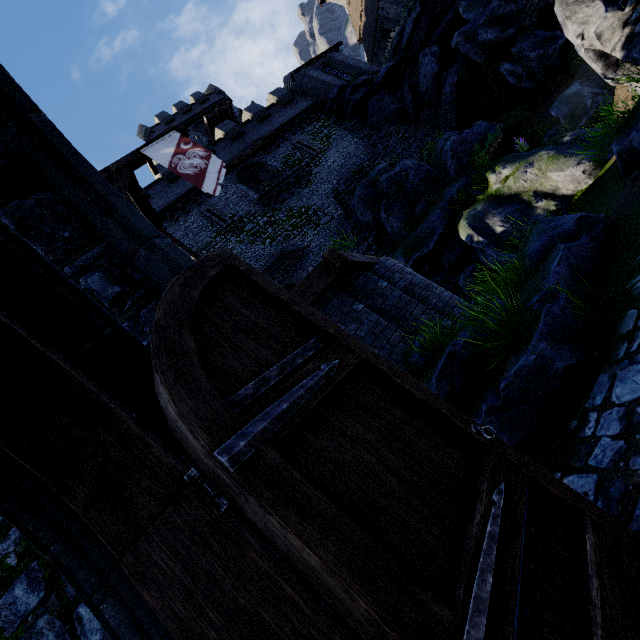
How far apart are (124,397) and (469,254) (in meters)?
14.13

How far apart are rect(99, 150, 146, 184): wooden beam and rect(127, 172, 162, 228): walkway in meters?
0.0

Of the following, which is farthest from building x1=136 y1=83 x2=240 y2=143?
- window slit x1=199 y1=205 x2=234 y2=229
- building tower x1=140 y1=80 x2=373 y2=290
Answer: window slit x1=199 y1=205 x2=234 y2=229

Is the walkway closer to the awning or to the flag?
the flag

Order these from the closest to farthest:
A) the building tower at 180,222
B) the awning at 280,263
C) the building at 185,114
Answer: the awning at 280,263 → the building tower at 180,222 → the building at 185,114

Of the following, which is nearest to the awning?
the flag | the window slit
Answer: the window slit

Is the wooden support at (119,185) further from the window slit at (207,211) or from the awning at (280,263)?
the window slit at (207,211)

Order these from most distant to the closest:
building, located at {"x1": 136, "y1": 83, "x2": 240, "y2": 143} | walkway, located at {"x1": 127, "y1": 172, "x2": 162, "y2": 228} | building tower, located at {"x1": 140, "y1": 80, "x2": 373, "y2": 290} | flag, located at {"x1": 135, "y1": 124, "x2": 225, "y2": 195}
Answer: building, located at {"x1": 136, "y1": 83, "x2": 240, "y2": 143} < building tower, located at {"x1": 140, "y1": 80, "x2": 373, "y2": 290} < walkway, located at {"x1": 127, "y1": 172, "x2": 162, "y2": 228} < flag, located at {"x1": 135, "y1": 124, "x2": 225, "y2": 195}
